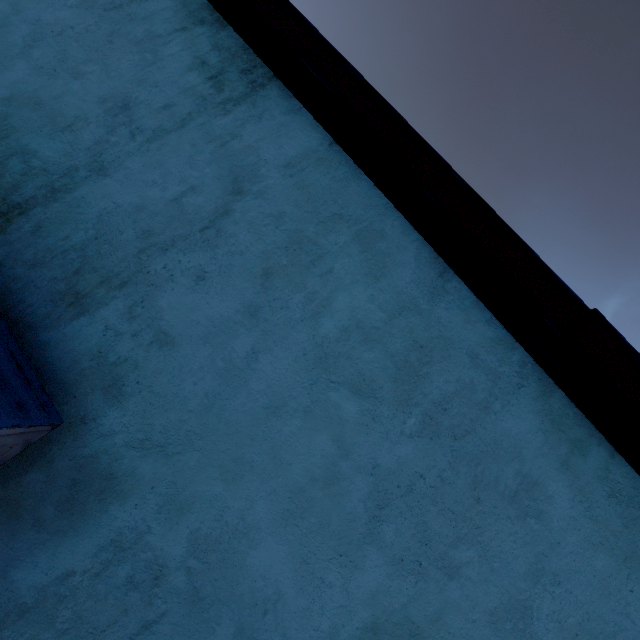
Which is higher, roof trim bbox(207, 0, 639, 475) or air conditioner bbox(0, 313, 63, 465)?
roof trim bbox(207, 0, 639, 475)

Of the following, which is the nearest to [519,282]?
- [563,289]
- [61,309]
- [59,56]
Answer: [563,289]

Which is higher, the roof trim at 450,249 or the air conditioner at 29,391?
the roof trim at 450,249
